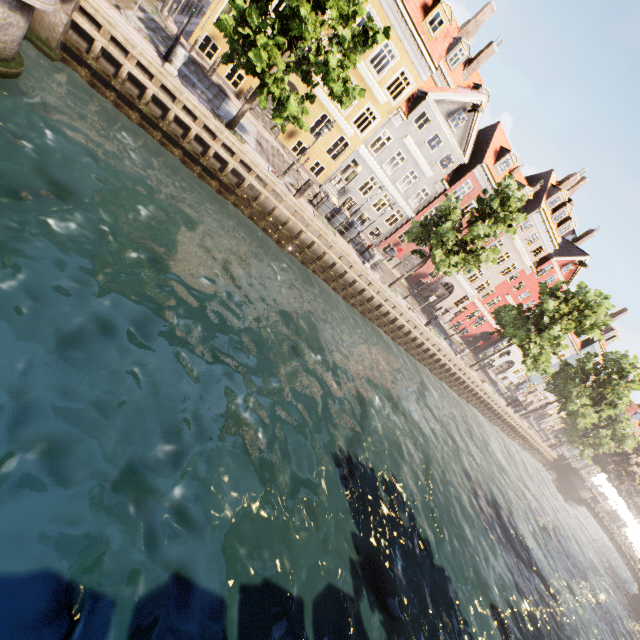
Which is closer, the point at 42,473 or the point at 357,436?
the point at 42,473

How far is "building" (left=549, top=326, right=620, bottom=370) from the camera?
44.8m

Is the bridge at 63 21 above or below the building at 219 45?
below

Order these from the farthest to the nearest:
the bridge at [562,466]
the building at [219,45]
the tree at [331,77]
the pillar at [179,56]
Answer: the bridge at [562,466]
the building at [219,45]
the pillar at [179,56]
the tree at [331,77]

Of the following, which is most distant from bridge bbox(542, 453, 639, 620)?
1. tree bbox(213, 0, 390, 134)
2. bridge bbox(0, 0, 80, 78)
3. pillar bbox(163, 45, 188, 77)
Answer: bridge bbox(0, 0, 80, 78)

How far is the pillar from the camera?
13.1m

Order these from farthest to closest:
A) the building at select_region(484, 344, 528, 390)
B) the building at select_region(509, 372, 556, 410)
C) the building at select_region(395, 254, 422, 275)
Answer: the building at select_region(509, 372, 556, 410) → the building at select_region(484, 344, 528, 390) → the building at select_region(395, 254, 422, 275)
